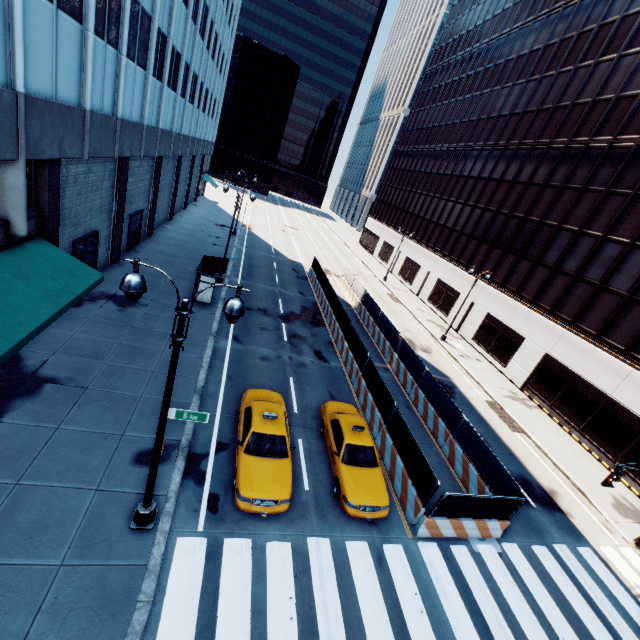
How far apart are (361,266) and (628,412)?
35.9m

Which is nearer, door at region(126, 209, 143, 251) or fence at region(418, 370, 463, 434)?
fence at region(418, 370, 463, 434)

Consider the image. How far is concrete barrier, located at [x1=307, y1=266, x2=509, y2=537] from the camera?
11.66m

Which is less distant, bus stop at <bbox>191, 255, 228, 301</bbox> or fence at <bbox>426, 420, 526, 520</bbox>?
fence at <bbox>426, 420, 526, 520</bbox>

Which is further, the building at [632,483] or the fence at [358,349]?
the fence at [358,349]

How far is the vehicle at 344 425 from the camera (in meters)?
11.09

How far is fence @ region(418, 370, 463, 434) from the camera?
16.3m

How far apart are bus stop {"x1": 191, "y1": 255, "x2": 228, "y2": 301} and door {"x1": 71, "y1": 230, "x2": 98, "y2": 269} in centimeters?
559cm
